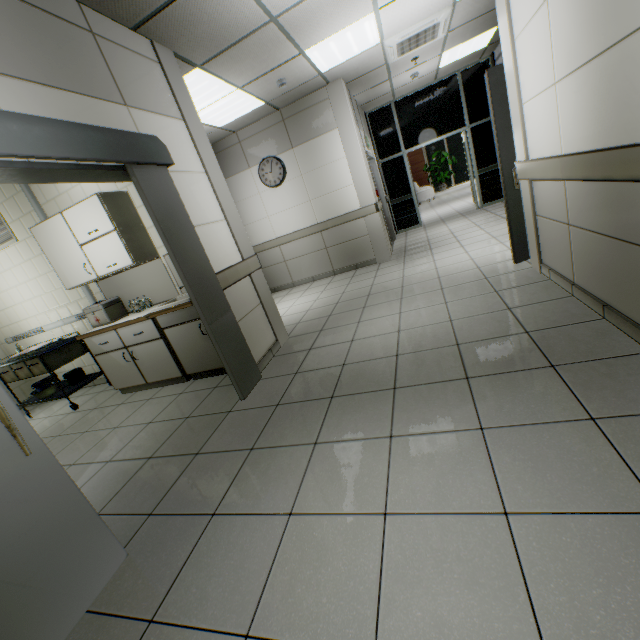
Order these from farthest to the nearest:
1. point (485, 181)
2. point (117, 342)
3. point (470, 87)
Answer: point (485, 181) → point (470, 87) → point (117, 342)

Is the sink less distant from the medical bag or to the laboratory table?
the laboratory table

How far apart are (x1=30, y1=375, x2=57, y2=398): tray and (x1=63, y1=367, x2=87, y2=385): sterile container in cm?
13

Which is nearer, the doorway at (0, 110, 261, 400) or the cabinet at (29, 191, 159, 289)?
the doorway at (0, 110, 261, 400)

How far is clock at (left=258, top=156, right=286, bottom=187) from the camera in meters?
6.3

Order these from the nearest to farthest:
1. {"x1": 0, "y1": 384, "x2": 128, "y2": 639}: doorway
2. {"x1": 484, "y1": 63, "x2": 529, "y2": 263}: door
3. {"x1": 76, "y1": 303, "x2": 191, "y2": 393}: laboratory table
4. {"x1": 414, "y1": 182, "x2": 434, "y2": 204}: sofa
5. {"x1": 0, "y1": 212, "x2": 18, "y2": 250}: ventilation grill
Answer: {"x1": 0, "y1": 384, "x2": 128, "y2": 639}: doorway → {"x1": 484, "y1": 63, "x2": 529, "y2": 263}: door → {"x1": 76, "y1": 303, "x2": 191, "y2": 393}: laboratory table → {"x1": 0, "y1": 212, "x2": 18, "y2": 250}: ventilation grill → {"x1": 414, "y1": 182, "x2": 434, "y2": 204}: sofa

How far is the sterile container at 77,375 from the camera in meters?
4.6

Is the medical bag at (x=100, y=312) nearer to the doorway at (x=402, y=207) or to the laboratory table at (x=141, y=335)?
the laboratory table at (x=141, y=335)
